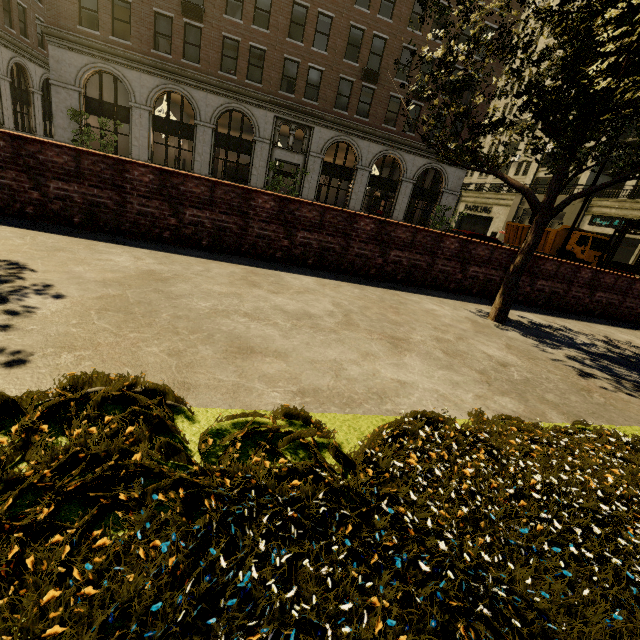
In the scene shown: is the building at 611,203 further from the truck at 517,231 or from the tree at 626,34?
the truck at 517,231

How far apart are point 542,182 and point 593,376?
45.6 meters

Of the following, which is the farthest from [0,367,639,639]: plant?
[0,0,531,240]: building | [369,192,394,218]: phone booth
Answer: [0,0,531,240]: building

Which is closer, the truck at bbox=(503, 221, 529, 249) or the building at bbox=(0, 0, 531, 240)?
the building at bbox=(0, 0, 531, 240)

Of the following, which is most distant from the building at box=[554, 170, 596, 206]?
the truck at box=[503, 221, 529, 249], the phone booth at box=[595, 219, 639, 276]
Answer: the phone booth at box=[595, 219, 639, 276]

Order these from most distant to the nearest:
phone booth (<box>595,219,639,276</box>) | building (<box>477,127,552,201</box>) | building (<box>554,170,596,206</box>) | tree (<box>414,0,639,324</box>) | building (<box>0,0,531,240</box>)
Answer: building (<box>477,127,552,201</box>) < building (<box>554,170,596,206</box>) < building (<box>0,0,531,240</box>) < phone booth (<box>595,219,639,276</box>) < tree (<box>414,0,639,324</box>)

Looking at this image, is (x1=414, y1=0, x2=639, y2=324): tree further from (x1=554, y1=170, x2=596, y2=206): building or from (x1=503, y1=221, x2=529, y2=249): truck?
(x1=503, y1=221, x2=529, y2=249): truck

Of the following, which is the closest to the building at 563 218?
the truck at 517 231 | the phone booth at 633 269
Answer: the truck at 517 231
